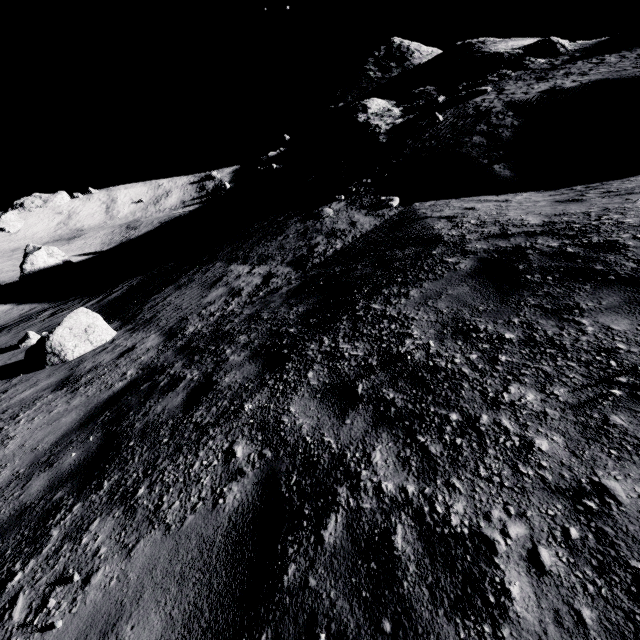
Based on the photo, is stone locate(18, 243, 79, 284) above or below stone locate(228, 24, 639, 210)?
below

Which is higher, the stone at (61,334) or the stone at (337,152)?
the stone at (337,152)

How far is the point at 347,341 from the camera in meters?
3.8 m

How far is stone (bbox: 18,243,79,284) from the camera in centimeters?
3098cm

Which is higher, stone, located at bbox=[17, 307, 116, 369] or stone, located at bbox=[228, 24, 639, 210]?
stone, located at bbox=[228, 24, 639, 210]

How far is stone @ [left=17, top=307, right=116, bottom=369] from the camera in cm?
776

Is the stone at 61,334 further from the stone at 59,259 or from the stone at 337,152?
the stone at 59,259

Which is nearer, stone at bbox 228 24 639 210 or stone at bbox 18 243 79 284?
stone at bbox 228 24 639 210
